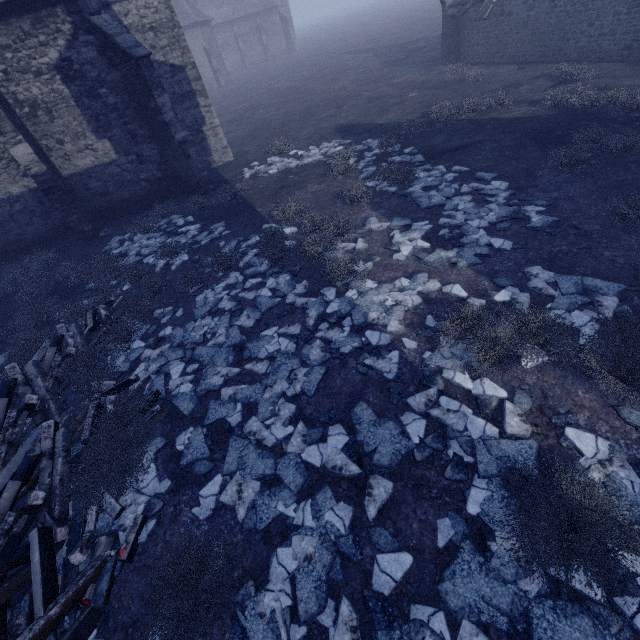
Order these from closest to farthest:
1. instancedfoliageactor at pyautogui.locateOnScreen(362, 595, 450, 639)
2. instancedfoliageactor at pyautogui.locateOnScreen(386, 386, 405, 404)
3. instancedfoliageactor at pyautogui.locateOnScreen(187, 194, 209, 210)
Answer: instancedfoliageactor at pyautogui.locateOnScreen(362, 595, 450, 639) → instancedfoliageactor at pyautogui.locateOnScreen(386, 386, 405, 404) → instancedfoliageactor at pyautogui.locateOnScreen(187, 194, 209, 210)

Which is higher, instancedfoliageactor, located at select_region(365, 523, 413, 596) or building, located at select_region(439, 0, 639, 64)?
building, located at select_region(439, 0, 639, 64)

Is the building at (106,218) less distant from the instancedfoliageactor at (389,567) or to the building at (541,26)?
the instancedfoliageactor at (389,567)

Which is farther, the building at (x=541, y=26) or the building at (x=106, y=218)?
the building at (x=541, y=26)

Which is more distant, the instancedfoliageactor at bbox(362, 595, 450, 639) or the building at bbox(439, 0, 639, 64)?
the building at bbox(439, 0, 639, 64)

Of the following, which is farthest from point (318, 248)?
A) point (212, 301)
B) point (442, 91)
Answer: point (442, 91)

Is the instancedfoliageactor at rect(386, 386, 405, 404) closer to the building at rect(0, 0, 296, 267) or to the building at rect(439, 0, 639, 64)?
the building at rect(0, 0, 296, 267)

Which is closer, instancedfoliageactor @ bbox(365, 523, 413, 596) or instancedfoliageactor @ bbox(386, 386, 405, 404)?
instancedfoliageactor @ bbox(365, 523, 413, 596)
